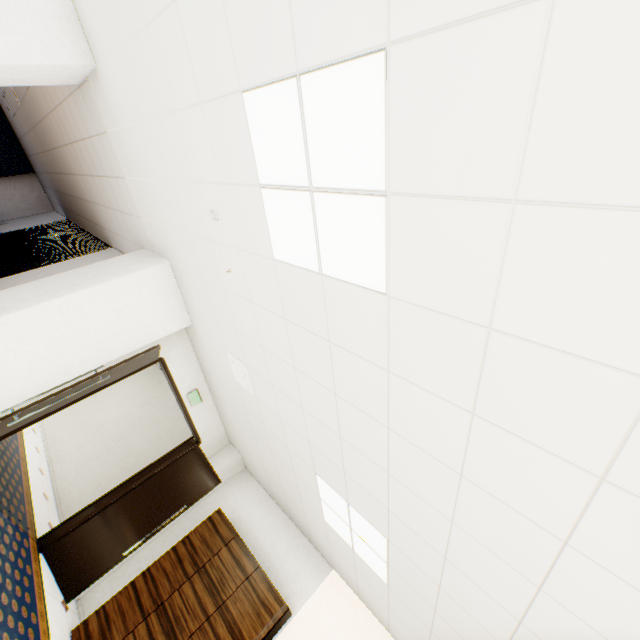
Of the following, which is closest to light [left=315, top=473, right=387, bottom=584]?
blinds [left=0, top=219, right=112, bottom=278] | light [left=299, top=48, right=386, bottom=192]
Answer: light [left=299, top=48, right=386, bottom=192]

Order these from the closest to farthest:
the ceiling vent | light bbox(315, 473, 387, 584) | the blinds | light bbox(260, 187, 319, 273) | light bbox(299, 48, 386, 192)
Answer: light bbox(299, 48, 386, 192), light bbox(260, 187, 319, 273), light bbox(315, 473, 387, 584), the ceiling vent, the blinds

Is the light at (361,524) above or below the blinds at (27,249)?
above

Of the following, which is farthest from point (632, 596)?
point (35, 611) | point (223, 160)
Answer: point (35, 611)

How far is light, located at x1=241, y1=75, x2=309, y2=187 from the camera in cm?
158

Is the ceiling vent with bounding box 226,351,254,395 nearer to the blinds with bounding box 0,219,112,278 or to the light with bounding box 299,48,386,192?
the light with bounding box 299,48,386,192

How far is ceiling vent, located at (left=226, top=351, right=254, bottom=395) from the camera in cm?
385

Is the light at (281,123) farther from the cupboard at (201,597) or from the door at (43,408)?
the cupboard at (201,597)
